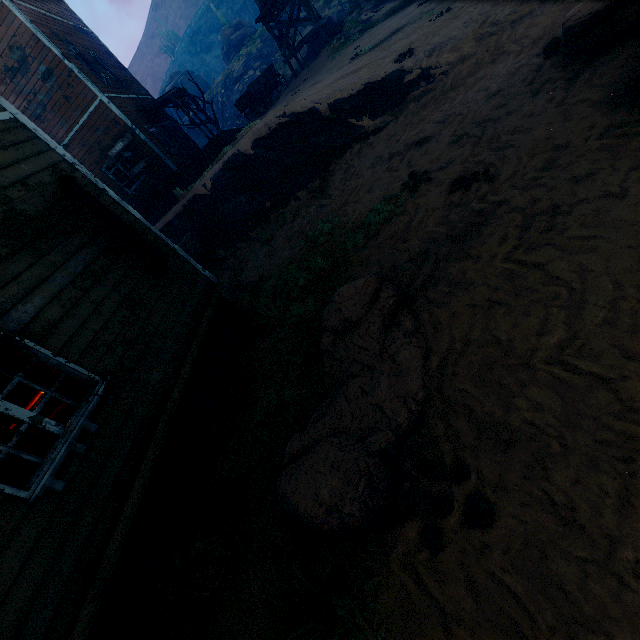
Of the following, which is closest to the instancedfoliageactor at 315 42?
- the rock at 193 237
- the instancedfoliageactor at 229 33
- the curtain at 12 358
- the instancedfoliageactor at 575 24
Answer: the rock at 193 237

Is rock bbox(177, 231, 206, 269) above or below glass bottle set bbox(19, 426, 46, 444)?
below

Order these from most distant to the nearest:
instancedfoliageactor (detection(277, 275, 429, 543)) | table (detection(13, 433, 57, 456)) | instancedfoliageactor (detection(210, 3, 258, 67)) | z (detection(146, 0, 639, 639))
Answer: instancedfoliageactor (detection(210, 3, 258, 67)) < table (detection(13, 433, 57, 456)) < instancedfoliageactor (detection(277, 275, 429, 543)) < z (detection(146, 0, 639, 639))

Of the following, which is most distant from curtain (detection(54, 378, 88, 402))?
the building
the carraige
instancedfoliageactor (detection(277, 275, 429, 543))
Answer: the carraige

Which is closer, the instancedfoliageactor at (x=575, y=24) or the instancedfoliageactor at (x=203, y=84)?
the instancedfoliageactor at (x=575, y=24)

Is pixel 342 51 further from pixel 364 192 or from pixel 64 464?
pixel 64 464

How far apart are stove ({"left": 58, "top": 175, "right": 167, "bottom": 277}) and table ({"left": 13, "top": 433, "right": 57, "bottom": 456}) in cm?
241

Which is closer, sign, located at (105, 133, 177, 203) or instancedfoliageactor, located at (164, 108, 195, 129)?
sign, located at (105, 133, 177, 203)
